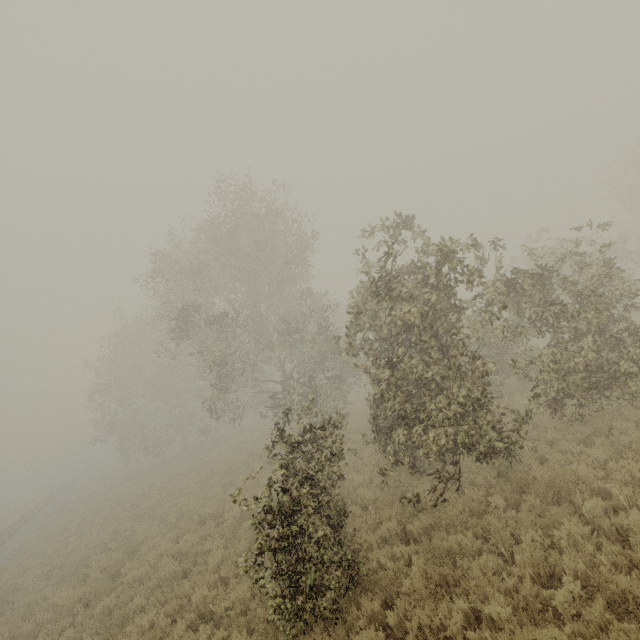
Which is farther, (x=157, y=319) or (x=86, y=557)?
(x=157, y=319)
